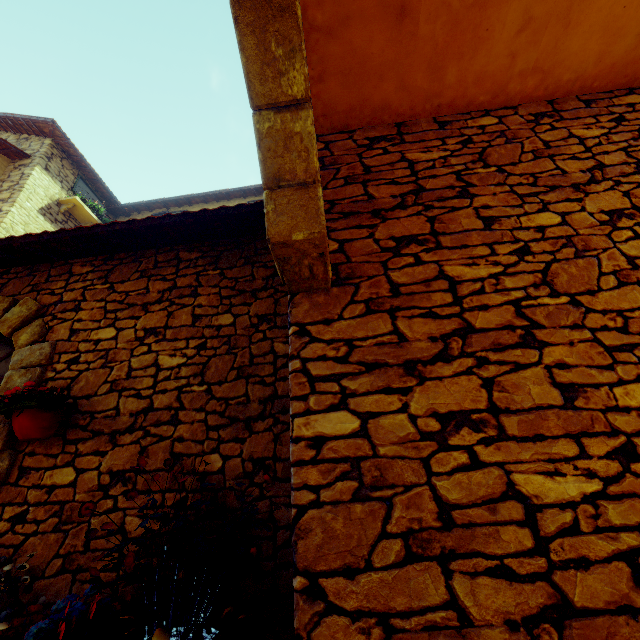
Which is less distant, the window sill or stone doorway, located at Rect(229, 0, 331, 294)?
stone doorway, located at Rect(229, 0, 331, 294)

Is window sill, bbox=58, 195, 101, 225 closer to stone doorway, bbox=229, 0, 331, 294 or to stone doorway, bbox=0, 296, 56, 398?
stone doorway, bbox=0, 296, 56, 398

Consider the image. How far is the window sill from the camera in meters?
8.2 m

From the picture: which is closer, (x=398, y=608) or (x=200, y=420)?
(x=398, y=608)

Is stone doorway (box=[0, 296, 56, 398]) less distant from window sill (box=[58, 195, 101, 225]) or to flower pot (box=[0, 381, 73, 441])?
flower pot (box=[0, 381, 73, 441])

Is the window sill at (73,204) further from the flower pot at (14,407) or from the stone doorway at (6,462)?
the flower pot at (14,407)

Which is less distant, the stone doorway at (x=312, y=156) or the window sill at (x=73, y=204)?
the stone doorway at (x=312, y=156)
